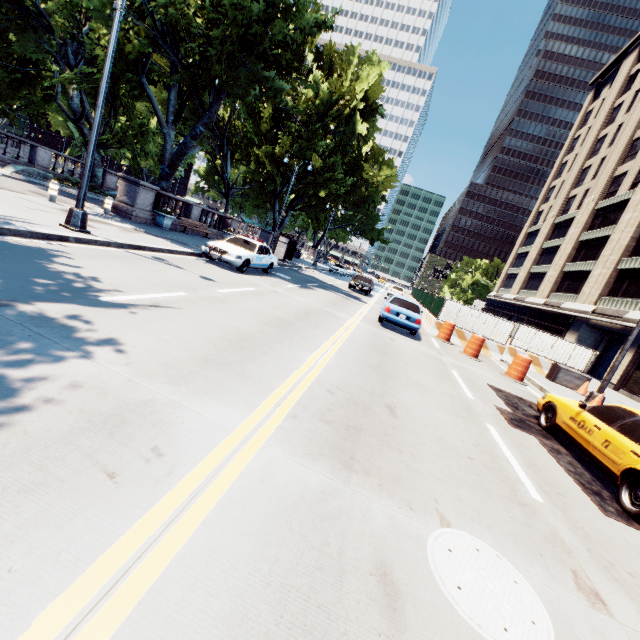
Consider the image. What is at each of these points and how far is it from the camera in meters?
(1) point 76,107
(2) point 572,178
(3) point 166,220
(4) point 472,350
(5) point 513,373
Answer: (1) tree, 21.8
(2) building, 47.0
(3) planter, 18.5
(4) traffic cone, 14.7
(5) traffic cone, 13.1

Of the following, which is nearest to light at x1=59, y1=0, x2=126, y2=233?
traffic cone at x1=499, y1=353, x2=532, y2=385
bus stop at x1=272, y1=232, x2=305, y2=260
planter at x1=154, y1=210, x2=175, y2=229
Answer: planter at x1=154, y1=210, x2=175, y2=229

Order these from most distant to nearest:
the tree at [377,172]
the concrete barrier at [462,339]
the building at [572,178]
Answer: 1. the building at [572,178]
2. the concrete barrier at [462,339]
3. the tree at [377,172]

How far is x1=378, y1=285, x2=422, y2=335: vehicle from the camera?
13.74m

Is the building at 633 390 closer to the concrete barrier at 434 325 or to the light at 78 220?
the concrete barrier at 434 325

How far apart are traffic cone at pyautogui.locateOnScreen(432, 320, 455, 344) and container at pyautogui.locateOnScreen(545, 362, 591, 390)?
4.8m

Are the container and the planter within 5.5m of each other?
no

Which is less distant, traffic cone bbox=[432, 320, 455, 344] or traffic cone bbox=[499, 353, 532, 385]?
traffic cone bbox=[499, 353, 532, 385]
